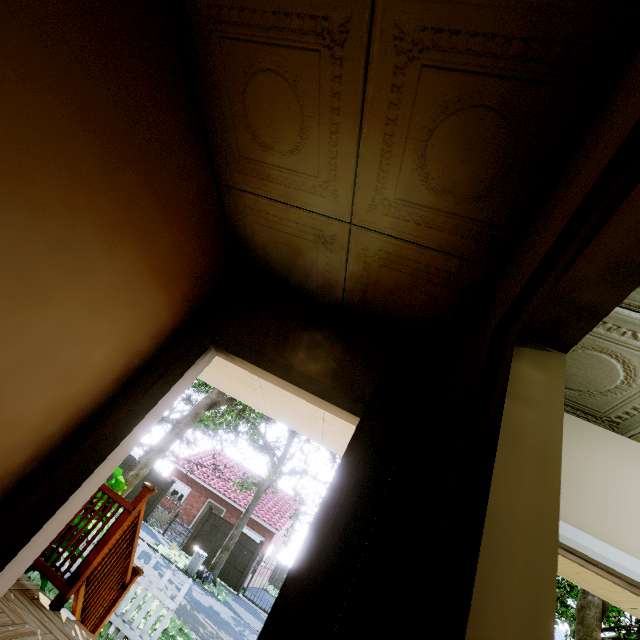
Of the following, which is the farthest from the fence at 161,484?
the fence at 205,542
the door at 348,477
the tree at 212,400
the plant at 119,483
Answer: the door at 348,477

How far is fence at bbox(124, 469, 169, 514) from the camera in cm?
2009

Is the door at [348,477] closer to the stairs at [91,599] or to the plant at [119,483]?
the stairs at [91,599]

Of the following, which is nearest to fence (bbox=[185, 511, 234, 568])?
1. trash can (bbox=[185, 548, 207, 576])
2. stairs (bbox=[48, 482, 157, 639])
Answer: trash can (bbox=[185, 548, 207, 576])

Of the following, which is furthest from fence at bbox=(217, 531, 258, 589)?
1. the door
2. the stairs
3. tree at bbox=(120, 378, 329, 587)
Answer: the door

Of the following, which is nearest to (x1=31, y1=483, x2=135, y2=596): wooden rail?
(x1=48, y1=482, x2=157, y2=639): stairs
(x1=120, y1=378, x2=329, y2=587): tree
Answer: (x1=48, y1=482, x2=157, y2=639): stairs

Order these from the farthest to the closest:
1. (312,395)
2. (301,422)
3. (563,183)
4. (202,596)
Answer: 1. (202,596)
2. (301,422)
3. (312,395)
4. (563,183)

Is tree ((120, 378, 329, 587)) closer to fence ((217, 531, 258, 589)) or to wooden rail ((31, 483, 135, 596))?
fence ((217, 531, 258, 589))
